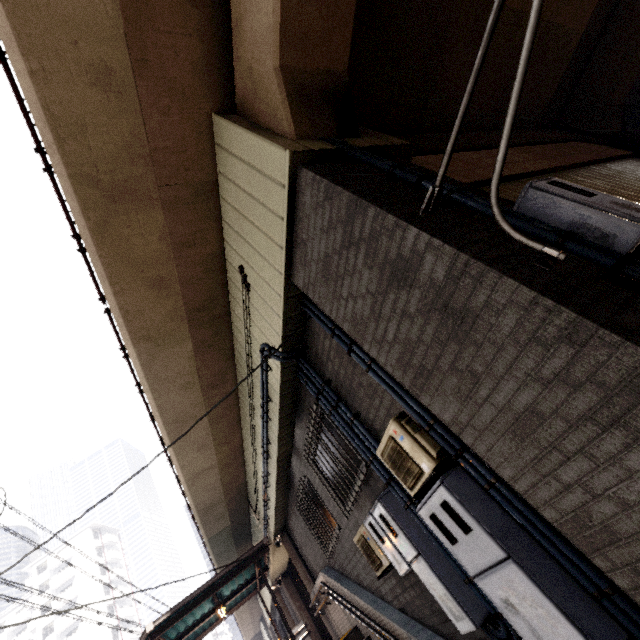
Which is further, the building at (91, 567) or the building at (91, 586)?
the building at (91, 567)

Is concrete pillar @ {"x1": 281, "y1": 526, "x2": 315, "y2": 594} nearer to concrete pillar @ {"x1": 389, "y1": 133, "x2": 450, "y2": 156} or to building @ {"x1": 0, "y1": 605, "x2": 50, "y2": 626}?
concrete pillar @ {"x1": 389, "y1": 133, "x2": 450, "y2": 156}

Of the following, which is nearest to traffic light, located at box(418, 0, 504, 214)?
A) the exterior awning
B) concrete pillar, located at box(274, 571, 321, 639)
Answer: the exterior awning

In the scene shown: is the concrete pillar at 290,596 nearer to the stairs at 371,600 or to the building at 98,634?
the stairs at 371,600

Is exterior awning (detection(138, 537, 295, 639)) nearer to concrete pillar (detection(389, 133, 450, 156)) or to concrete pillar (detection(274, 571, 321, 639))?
concrete pillar (detection(274, 571, 321, 639))

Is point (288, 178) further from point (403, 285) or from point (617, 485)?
point (617, 485)

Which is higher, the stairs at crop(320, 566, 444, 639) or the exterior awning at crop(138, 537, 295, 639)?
the exterior awning at crop(138, 537, 295, 639)

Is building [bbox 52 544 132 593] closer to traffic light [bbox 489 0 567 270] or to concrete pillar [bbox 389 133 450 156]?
concrete pillar [bbox 389 133 450 156]
